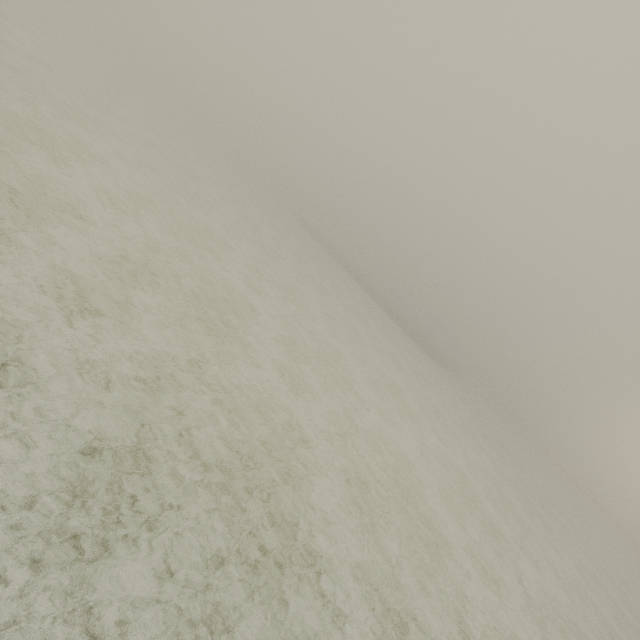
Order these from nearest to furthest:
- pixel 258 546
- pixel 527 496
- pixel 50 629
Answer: pixel 50 629, pixel 258 546, pixel 527 496
